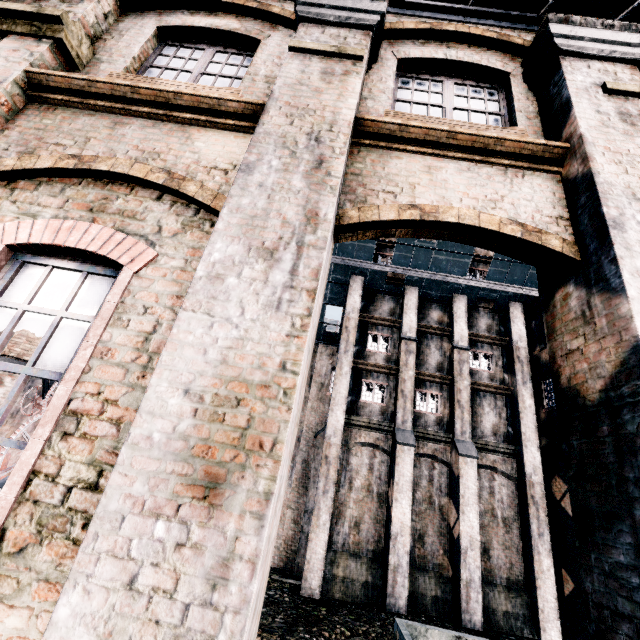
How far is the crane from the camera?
13.48m

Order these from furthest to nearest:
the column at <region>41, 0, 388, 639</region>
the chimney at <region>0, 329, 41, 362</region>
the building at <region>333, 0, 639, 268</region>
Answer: the chimney at <region>0, 329, 41, 362</region>, the building at <region>333, 0, 639, 268</region>, the column at <region>41, 0, 388, 639</region>

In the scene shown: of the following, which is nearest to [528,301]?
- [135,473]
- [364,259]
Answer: [364,259]

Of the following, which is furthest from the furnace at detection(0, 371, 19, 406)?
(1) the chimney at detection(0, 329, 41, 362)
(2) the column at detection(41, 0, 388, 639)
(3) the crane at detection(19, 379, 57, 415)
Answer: (2) the column at detection(41, 0, 388, 639)

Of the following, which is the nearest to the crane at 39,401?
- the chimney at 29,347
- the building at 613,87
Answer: the chimney at 29,347

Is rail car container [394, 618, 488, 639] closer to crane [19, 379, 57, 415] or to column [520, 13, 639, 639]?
column [520, 13, 639, 639]

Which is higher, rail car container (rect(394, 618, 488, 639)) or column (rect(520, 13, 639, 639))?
column (rect(520, 13, 639, 639))

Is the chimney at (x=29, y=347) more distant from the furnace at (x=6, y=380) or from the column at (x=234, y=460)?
the column at (x=234, y=460)
